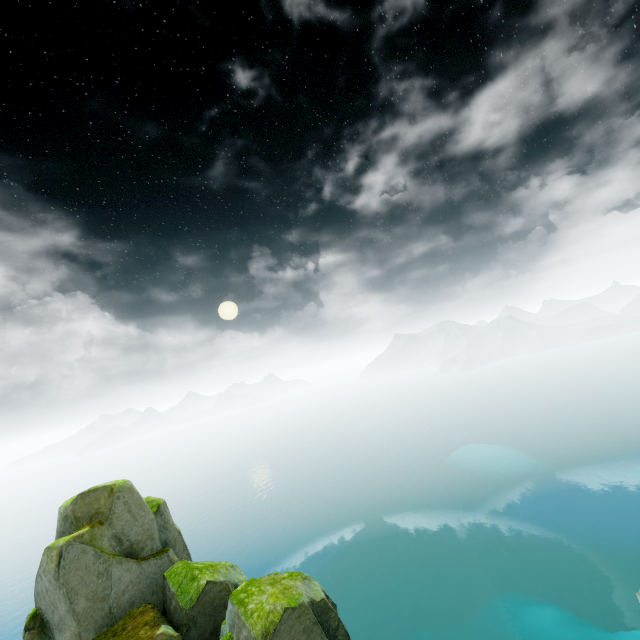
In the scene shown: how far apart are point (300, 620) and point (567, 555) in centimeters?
7226cm
